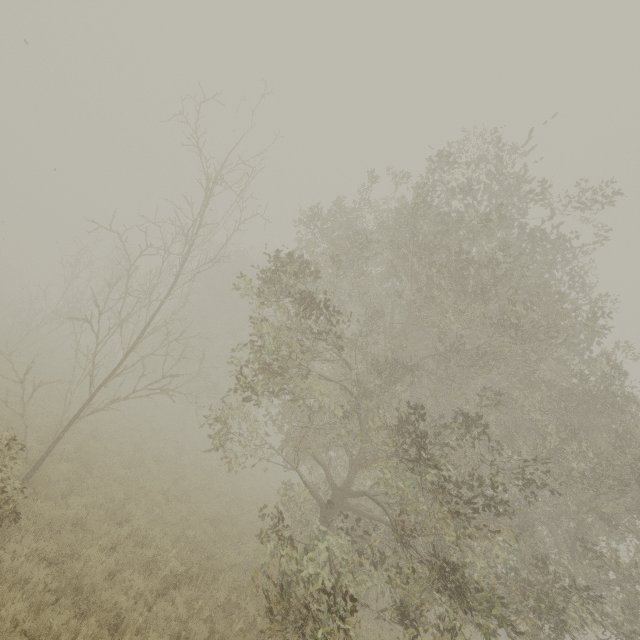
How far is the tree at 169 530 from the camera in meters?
9.6

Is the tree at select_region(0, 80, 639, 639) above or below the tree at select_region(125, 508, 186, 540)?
above

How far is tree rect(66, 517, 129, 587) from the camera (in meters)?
6.89

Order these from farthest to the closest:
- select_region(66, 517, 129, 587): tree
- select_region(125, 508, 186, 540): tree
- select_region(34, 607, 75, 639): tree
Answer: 1. select_region(125, 508, 186, 540): tree
2. select_region(66, 517, 129, 587): tree
3. select_region(34, 607, 75, 639): tree

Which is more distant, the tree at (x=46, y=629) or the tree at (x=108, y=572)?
the tree at (x=108, y=572)

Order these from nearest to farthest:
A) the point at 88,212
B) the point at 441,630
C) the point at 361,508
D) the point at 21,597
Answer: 1. the point at 21,597
2. the point at 441,630
3. the point at 361,508
4. the point at 88,212
